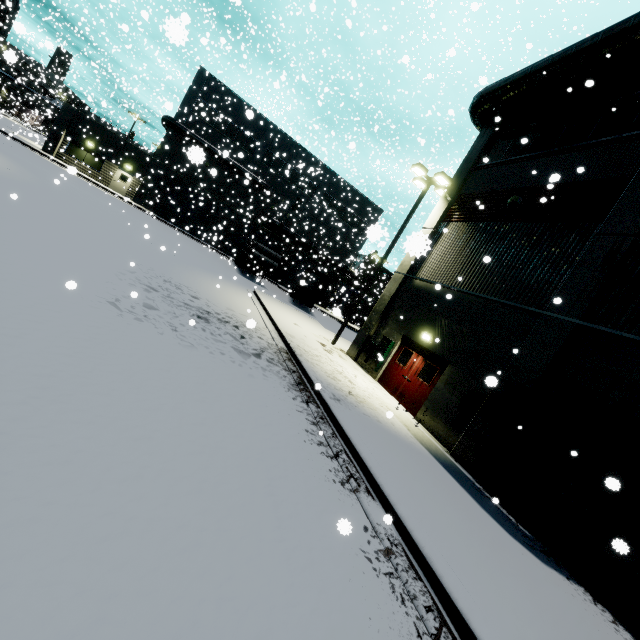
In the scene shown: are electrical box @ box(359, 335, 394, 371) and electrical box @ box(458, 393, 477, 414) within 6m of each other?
yes

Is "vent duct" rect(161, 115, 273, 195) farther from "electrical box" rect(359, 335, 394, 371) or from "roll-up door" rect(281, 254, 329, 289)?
"electrical box" rect(359, 335, 394, 371)

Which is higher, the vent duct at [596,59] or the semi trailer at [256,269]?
the vent duct at [596,59]

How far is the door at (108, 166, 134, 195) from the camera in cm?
3203

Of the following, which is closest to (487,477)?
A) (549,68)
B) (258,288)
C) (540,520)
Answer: (540,520)

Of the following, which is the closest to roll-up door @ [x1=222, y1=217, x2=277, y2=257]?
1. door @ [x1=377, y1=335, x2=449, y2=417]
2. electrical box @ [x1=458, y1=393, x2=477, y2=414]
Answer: door @ [x1=377, y1=335, x2=449, y2=417]

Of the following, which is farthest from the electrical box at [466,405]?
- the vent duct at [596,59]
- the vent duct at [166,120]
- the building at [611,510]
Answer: the vent duct at [166,120]

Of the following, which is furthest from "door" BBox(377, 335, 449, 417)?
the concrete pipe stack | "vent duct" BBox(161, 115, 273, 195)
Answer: the concrete pipe stack
